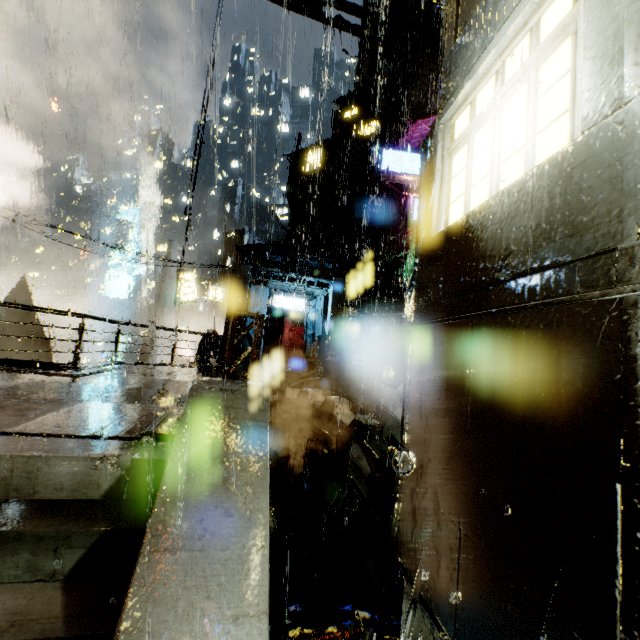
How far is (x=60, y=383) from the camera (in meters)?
6.79

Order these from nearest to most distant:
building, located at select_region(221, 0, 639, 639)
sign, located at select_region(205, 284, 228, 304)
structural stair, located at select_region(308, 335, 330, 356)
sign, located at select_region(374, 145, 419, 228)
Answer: building, located at select_region(221, 0, 639, 639)
structural stair, located at select_region(308, 335, 330, 356)
sign, located at select_region(374, 145, 419, 228)
sign, located at select_region(205, 284, 228, 304)

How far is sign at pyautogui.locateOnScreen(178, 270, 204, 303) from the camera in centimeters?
2317cm

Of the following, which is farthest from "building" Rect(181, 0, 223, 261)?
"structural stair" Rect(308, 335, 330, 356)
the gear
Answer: the gear

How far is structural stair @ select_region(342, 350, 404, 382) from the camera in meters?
8.9

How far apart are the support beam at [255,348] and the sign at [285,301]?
12.7 meters

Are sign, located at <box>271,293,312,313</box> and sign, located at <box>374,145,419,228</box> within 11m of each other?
yes

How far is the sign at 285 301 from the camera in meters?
23.5 m
